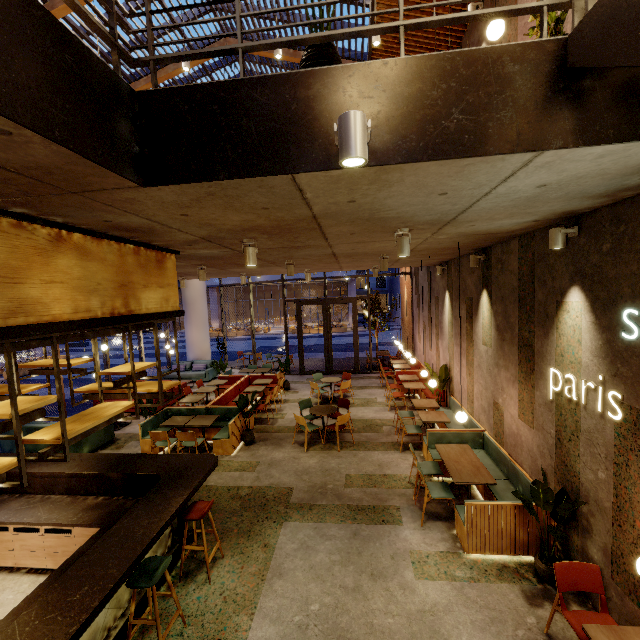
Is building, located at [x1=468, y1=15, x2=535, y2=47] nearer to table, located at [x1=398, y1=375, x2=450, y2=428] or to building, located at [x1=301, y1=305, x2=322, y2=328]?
table, located at [x1=398, y1=375, x2=450, y2=428]

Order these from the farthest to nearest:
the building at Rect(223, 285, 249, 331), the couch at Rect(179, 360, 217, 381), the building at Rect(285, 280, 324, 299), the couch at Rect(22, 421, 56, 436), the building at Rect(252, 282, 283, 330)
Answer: the building at Rect(223, 285, 249, 331)
the building at Rect(252, 282, 283, 330)
the building at Rect(285, 280, 324, 299)
the couch at Rect(179, 360, 217, 381)
the couch at Rect(22, 421, 56, 436)

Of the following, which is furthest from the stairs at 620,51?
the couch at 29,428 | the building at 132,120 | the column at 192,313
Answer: the column at 192,313

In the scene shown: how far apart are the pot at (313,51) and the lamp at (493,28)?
2.72m

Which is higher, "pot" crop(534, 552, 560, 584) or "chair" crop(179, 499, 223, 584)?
"chair" crop(179, 499, 223, 584)

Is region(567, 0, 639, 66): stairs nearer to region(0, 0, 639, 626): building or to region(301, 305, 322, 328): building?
region(0, 0, 639, 626): building

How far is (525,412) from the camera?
5.14m

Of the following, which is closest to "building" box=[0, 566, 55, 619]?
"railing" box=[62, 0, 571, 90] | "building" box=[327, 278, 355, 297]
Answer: "railing" box=[62, 0, 571, 90]
